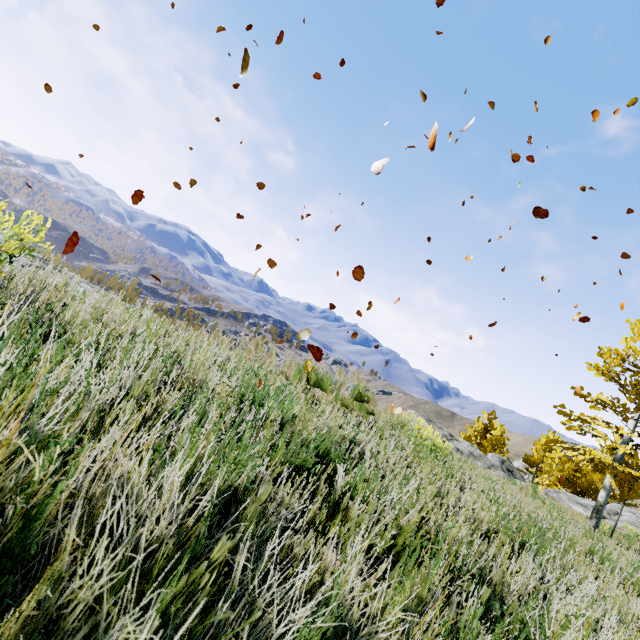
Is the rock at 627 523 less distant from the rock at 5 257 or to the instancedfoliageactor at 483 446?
the instancedfoliageactor at 483 446

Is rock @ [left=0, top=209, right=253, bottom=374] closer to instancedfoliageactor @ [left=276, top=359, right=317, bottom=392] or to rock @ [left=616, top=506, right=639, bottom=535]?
instancedfoliageactor @ [left=276, top=359, right=317, bottom=392]

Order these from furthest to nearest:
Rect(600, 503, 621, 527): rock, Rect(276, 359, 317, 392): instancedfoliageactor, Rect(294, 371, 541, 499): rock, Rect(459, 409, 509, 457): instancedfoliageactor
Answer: Rect(459, 409, 509, 457): instancedfoliageactor < Rect(600, 503, 621, 527): rock < Rect(294, 371, 541, 499): rock < Rect(276, 359, 317, 392): instancedfoliageactor

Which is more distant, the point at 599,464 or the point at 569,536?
the point at 599,464

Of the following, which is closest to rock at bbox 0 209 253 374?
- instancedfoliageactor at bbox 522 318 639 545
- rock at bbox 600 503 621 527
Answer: instancedfoliageactor at bbox 522 318 639 545

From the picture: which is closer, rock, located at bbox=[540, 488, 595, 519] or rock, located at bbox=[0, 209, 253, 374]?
rock, located at bbox=[0, 209, 253, 374]

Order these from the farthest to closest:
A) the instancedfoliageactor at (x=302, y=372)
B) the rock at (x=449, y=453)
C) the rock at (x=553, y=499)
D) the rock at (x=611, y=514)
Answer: the rock at (x=611, y=514) < the rock at (x=553, y=499) < the rock at (x=449, y=453) < the instancedfoliageactor at (x=302, y=372)
